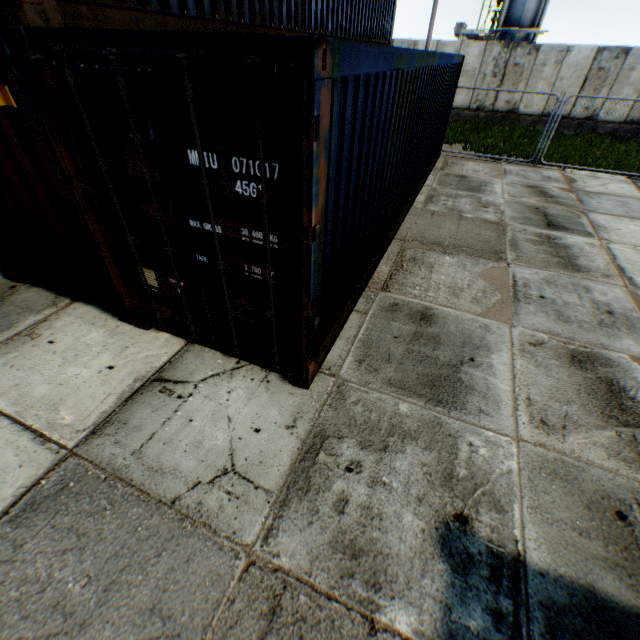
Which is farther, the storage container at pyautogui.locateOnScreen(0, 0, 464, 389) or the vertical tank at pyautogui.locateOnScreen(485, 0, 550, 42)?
the vertical tank at pyautogui.locateOnScreen(485, 0, 550, 42)

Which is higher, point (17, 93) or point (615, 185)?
point (17, 93)

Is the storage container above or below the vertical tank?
below

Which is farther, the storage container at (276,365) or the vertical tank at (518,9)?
the vertical tank at (518,9)

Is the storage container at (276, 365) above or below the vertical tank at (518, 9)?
below
